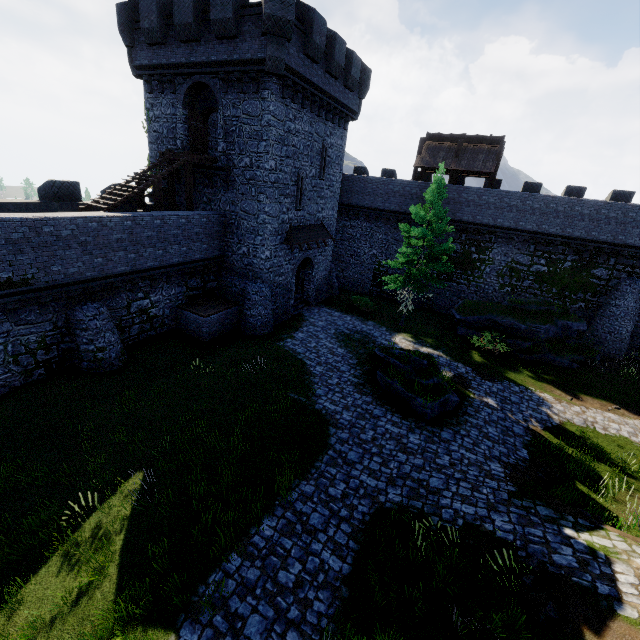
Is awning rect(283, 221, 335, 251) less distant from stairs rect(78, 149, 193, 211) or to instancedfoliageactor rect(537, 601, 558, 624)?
stairs rect(78, 149, 193, 211)

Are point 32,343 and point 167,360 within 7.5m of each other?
yes

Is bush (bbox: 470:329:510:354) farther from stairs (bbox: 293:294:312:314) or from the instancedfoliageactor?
the instancedfoliageactor

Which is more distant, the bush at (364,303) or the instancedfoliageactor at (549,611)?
the bush at (364,303)

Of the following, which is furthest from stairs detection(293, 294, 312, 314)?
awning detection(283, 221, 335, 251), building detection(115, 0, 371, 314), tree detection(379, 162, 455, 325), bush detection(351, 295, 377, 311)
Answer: tree detection(379, 162, 455, 325)

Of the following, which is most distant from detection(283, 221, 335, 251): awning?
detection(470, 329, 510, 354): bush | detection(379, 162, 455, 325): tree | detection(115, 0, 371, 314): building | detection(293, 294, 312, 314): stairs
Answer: detection(470, 329, 510, 354): bush

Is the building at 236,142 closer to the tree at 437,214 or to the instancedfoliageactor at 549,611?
the tree at 437,214

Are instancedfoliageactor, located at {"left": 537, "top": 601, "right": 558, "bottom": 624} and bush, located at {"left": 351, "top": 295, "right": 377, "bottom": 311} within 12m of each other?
no
